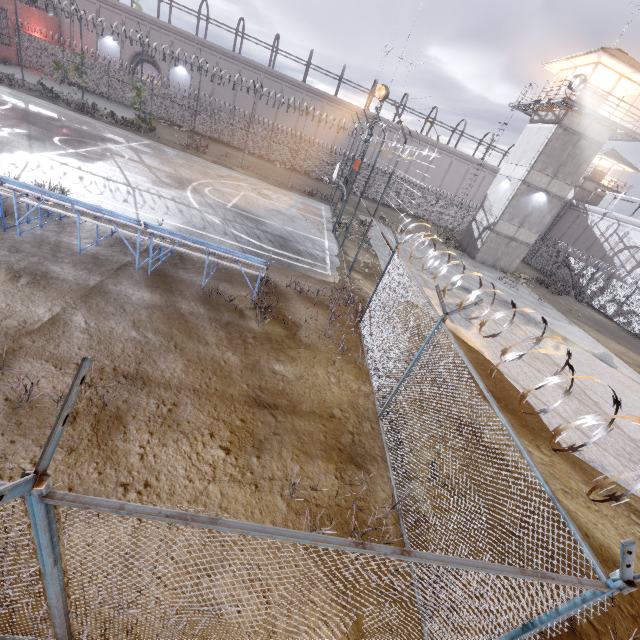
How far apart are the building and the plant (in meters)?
28.47

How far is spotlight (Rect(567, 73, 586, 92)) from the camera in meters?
20.0 m

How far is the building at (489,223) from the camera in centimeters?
2330cm

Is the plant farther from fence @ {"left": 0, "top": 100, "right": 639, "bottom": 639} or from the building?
the building

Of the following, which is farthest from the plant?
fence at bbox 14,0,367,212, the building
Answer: the building

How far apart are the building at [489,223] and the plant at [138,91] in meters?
28.5

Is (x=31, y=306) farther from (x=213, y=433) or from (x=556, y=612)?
(x=556, y=612)

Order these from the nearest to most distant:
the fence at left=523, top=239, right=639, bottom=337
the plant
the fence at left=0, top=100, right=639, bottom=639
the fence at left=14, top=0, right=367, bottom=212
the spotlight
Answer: the fence at left=0, top=100, right=639, bottom=639 < the spotlight < the plant < the fence at left=14, top=0, right=367, bottom=212 < the fence at left=523, top=239, right=639, bottom=337
